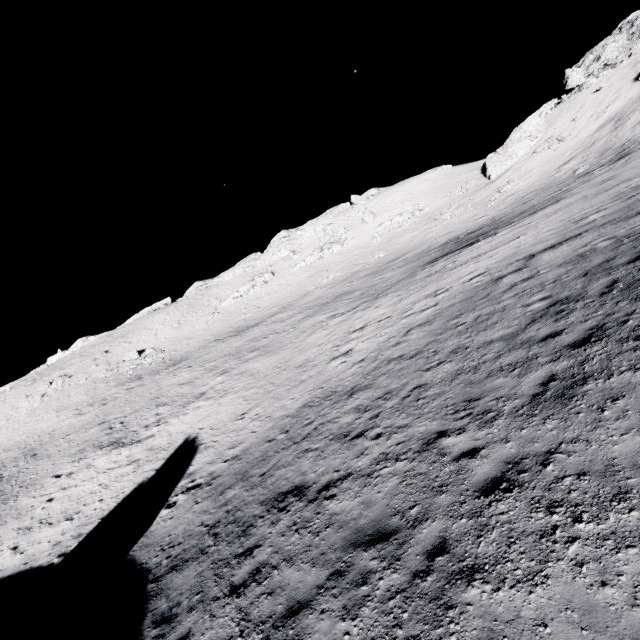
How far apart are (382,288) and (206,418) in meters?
18.3 m
